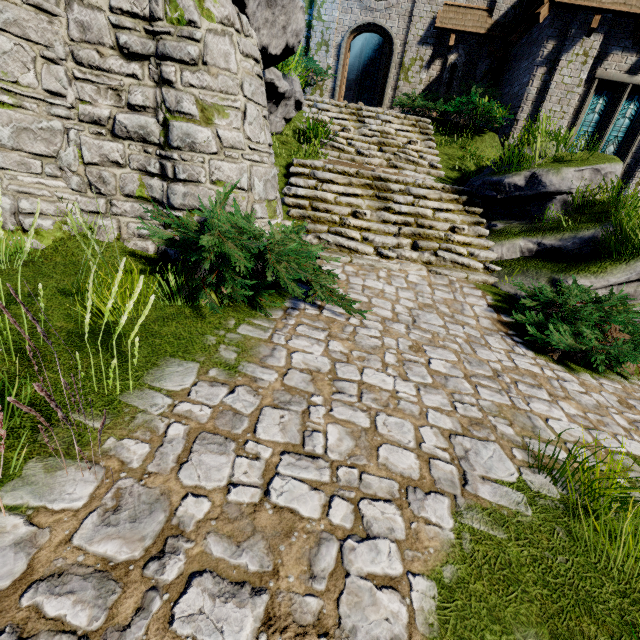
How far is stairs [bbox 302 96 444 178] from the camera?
9.4 meters

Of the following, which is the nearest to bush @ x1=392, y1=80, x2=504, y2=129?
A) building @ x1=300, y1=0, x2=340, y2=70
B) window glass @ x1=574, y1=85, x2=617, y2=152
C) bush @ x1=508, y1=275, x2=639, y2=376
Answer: building @ x1=300, y1=0, x2=340, y2=70

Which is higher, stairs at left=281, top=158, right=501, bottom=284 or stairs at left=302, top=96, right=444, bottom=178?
stairs at left=302, top=96, right=444, bottom=178

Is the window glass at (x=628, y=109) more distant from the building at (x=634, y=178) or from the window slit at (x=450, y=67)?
the window slit at (x=450, y=67)

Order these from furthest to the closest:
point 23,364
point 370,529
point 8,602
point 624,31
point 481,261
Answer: point 624,31, point 481,261, point 23,364, point 370,529, point 8,602

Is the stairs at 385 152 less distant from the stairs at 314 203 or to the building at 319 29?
the stairs at 314 203

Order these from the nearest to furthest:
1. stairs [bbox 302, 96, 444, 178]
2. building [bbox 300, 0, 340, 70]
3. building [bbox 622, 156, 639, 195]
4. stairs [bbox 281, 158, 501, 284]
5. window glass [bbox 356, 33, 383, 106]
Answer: stairs [bbox 281, 158, 501, 284], stairs [bbox 302, 96, 444, 178], building [bbox 622, 156, 639, 195], building [bbox 300, 0, 340, 70], window glass [bbox 356, 33, 383, 106]

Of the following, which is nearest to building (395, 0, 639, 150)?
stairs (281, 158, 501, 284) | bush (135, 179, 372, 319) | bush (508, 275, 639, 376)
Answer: Answer: stairs (281, 158, 501, 284)
